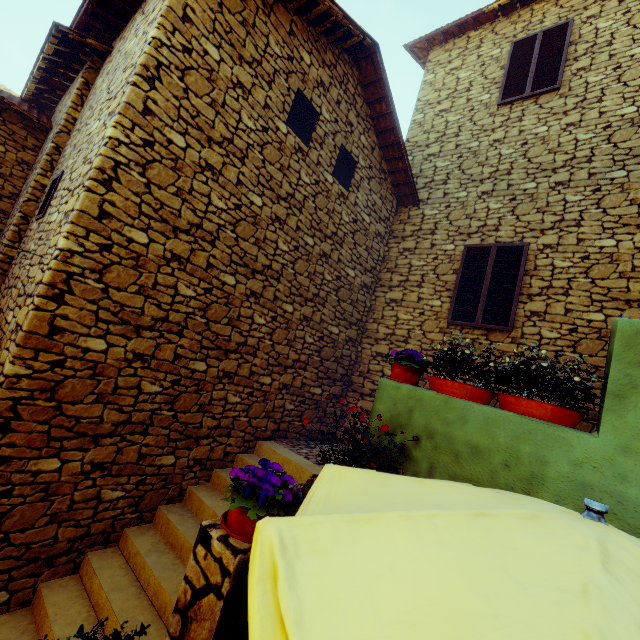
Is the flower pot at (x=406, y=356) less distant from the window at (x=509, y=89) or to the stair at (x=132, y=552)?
the stair at (x=132, y=552)

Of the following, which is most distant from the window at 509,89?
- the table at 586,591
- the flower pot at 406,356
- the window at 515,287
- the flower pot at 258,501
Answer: the flower pot at 258,501

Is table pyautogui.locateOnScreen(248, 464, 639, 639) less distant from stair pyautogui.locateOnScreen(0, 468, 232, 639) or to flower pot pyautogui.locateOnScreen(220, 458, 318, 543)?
flower pot pyautogui.locateOnScreen(220, 458, 318, 543)

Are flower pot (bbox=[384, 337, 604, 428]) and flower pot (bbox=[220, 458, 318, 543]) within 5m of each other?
yes

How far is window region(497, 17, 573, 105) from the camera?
6.42m

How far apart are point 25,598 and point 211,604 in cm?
286

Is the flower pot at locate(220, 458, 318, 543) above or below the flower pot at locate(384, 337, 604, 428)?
below

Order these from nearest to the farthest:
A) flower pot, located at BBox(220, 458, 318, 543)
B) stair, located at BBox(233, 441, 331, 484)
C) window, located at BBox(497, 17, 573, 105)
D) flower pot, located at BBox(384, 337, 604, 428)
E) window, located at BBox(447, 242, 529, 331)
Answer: flower pot, located at BBox(220, 458, 318, 543), flower pot, located at BBox(384, 337, 604, 428), stair, located at BBox(233, 441, 331, 484), window, located at BBox(447, 242, 529, 331), window, located at BBox(497, 17, 573, 105)
